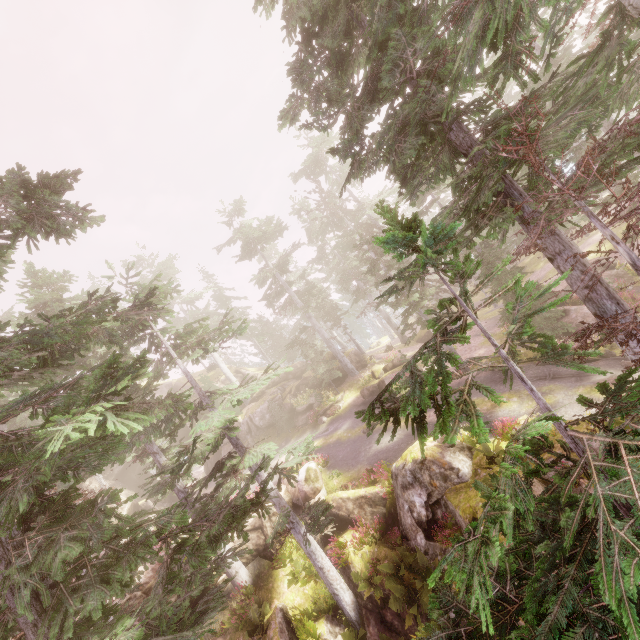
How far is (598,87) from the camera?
7.78m

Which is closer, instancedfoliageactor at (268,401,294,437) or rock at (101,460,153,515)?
instancedfoliageactor at (268,401,294,437)

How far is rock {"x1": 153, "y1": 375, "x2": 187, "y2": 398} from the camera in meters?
41.3

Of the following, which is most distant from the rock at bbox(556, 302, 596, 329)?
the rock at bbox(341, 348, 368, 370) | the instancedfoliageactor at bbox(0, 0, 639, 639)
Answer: the rock at bbox(341, 348, 368, 370)

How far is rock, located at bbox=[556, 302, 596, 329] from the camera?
20.22m

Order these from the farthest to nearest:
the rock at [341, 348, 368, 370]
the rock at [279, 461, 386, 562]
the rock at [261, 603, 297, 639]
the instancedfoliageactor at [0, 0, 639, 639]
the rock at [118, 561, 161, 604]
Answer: the rock at [341, 348, 368, 370] → the rock at [279, 461, 386, 562] → the rock at [261, 603, 297, 639] → the rock at [118, 561, 161, 604] → the instancedfoliageactor at [0, 0, 639, 639]

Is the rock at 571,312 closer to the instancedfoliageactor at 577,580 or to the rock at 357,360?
the instancedfoliageactor at 577,580
